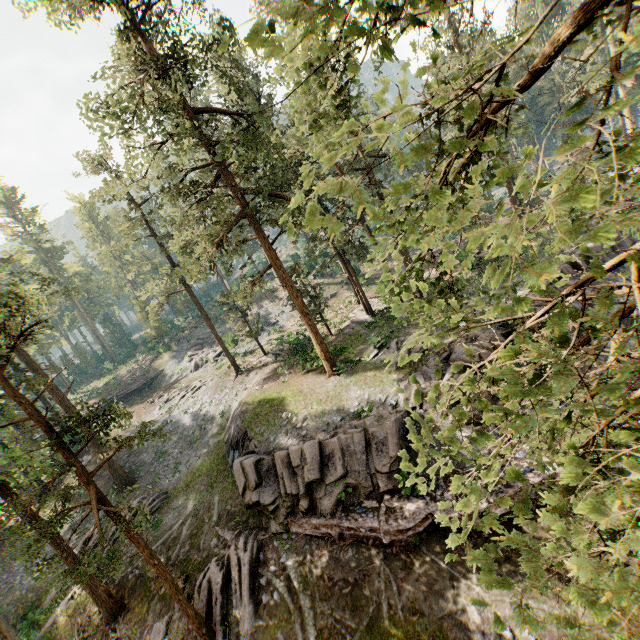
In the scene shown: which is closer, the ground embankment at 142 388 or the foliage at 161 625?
the foliage at 161 625

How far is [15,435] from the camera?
29.8 meters

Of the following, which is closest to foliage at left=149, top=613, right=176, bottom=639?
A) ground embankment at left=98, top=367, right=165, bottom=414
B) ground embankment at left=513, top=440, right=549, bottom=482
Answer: ground embankment at left=513, top=440, right=549, bottom=482

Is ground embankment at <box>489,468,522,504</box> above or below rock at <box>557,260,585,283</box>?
below

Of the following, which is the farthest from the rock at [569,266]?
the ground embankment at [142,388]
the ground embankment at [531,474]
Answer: the ground embankment at [142,388]

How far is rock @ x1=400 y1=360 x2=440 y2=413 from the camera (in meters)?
17.23

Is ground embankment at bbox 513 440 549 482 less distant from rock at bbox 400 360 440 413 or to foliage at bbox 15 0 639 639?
rock at bbox 400 360 440 413
